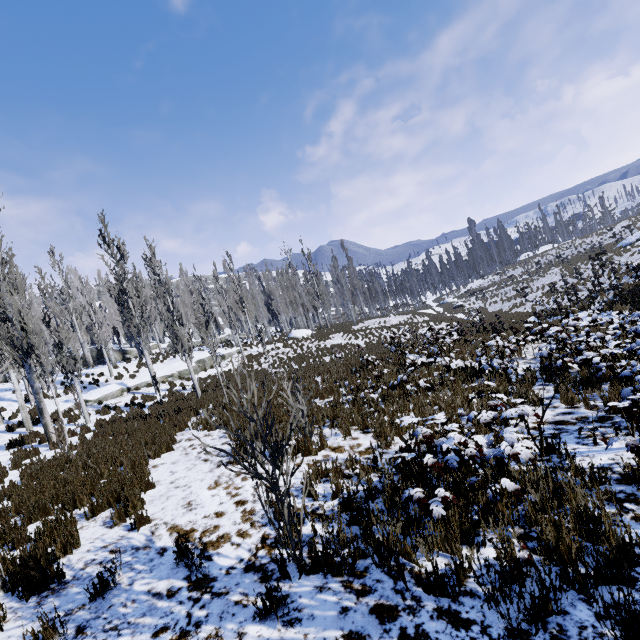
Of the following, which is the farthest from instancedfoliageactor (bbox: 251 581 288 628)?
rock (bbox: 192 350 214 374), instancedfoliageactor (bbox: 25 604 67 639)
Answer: instancedfoliageactor (bbox: 25 604 67 639)

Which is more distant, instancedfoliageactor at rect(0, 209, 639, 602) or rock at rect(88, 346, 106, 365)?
rock at rect(88, 346, 106, 365)

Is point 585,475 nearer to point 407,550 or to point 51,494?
point 407,550

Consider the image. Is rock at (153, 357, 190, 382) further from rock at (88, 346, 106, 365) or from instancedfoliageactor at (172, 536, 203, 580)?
rock at (88, 346, 106, 365)

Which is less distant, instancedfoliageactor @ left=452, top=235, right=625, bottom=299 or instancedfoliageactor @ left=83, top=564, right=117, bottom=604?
instancedfoliageactor @ left=83, top=564, right=117, bottom=604

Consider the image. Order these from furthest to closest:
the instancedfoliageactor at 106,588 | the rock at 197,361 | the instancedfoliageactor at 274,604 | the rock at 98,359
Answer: the rock at 98,359, the rock at 197,361, the instancedfoliageactor at 106,588, the instancedfoliageactor at 274,604

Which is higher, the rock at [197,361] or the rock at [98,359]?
the rock at [98,359]

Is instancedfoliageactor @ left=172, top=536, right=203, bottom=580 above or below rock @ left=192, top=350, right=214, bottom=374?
below
